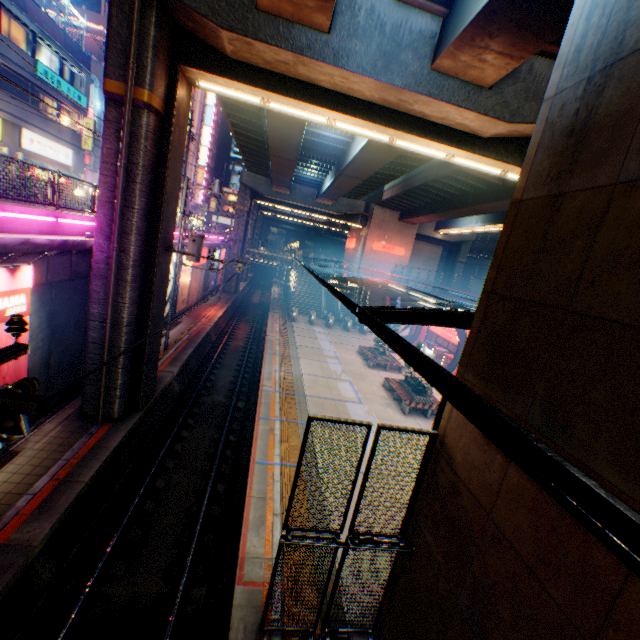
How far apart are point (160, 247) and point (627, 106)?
12.13m

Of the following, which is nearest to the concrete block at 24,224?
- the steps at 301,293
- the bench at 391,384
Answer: the steps at 301,293

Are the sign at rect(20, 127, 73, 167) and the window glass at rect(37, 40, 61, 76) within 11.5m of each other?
yes

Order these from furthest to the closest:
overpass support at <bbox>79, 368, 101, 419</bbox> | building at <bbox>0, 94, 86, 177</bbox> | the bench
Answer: building at <bbox>0, 94, 86, 177</bbox> < the bench < overpass support at <bbox>79, 368, 101, 419</bbox>

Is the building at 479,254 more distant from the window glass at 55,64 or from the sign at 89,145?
the window glass at 55,64

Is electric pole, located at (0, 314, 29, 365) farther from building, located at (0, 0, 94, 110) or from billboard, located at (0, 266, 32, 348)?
building, located at (0, 0, 94, 110)

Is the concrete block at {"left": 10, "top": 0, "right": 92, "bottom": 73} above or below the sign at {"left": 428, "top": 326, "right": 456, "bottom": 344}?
above

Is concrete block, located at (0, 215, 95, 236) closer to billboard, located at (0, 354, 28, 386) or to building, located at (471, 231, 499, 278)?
billboard, located at (0, 354, 28, 386)
